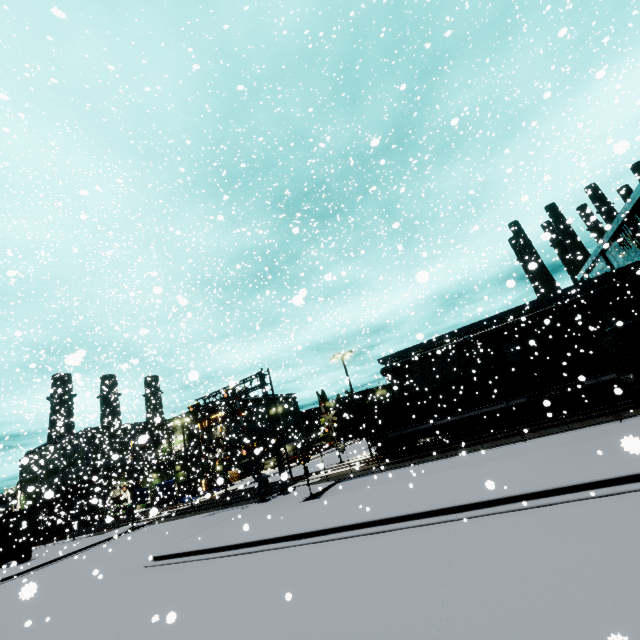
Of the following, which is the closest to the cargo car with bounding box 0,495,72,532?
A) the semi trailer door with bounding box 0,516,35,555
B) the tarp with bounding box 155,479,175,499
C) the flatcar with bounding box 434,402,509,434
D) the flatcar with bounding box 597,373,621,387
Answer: the tarp with bounding box 155,479,175,499

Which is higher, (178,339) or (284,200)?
(284,200)

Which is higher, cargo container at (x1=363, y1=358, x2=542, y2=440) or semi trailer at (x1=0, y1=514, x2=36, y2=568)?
cargo container at (x1=363, y1=358, x2=542, y2=440)

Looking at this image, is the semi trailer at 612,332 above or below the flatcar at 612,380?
above

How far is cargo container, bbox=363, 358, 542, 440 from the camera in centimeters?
2172cm

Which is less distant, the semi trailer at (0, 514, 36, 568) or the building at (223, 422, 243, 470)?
the semi trailer at (0, 514, 36, 568)

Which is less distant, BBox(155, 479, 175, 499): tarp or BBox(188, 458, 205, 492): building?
BBox(188, 458, 205, 492): building

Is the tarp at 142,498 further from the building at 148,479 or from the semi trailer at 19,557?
the building at 148,479
